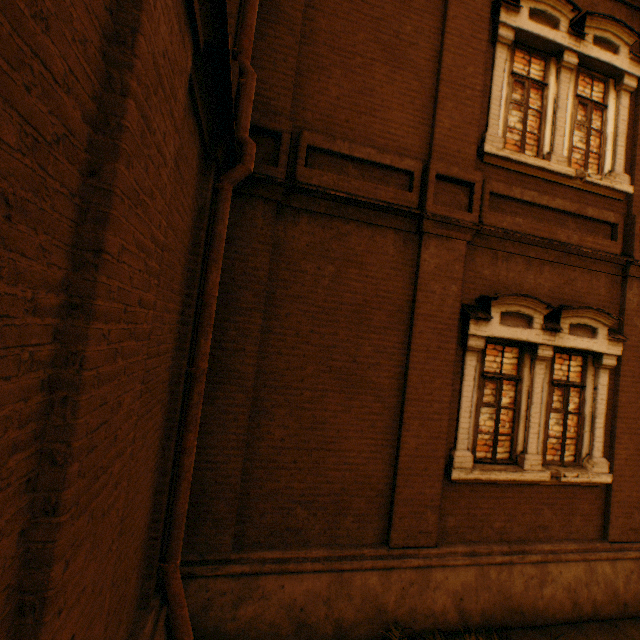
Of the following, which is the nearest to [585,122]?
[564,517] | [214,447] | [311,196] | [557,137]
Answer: [557,137]
